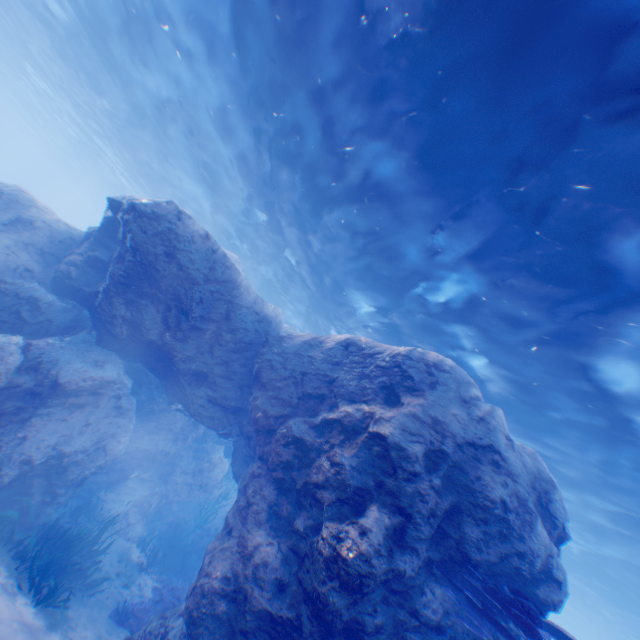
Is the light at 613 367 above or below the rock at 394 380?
above

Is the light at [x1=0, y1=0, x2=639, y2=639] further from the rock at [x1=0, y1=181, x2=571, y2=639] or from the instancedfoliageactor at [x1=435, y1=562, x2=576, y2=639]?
the instancedfoliageactor at [x1=435, y1=562, x2=576, y2=639]

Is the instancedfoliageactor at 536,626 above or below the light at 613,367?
below

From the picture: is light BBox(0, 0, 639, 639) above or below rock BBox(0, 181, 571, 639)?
above

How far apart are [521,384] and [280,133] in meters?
11.4 m

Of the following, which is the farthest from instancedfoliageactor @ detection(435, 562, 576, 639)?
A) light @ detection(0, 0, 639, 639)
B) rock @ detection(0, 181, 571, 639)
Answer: light @ detection(0, 0, 639, 639)

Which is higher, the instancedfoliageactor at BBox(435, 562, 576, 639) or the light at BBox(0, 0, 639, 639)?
the light at BBox(0, 0, 639, 639)
